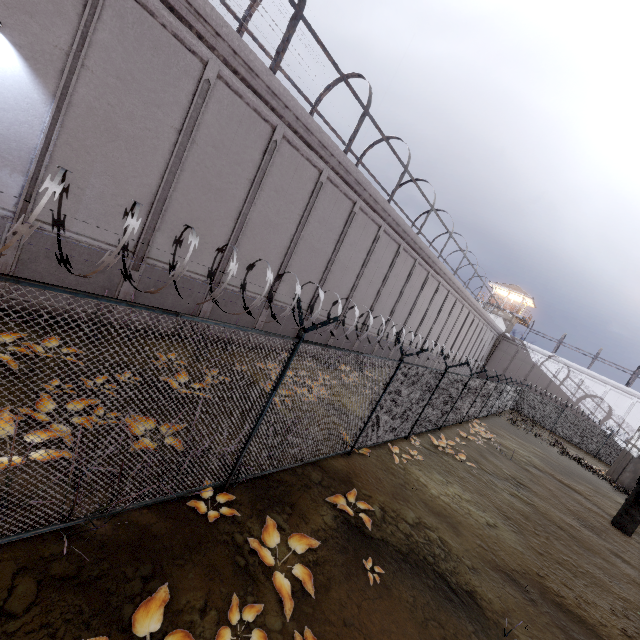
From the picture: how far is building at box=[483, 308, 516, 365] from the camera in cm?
4522

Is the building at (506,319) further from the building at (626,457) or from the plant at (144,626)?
the plant at (144,626)

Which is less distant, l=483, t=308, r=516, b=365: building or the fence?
the fence

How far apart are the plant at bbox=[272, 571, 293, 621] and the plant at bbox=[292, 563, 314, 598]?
0.10m

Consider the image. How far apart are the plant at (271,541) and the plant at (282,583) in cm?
13

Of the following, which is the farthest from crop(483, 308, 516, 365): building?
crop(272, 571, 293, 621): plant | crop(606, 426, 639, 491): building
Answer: crop(272, 571, 293, 621): plant

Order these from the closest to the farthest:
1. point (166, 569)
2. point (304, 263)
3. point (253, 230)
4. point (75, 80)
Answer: point (166, 569), point (75, 80), point (253, 230), point (304, 263)

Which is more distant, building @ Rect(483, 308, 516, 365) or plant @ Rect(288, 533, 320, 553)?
building @ Rect(483, 308, 516, 365)
